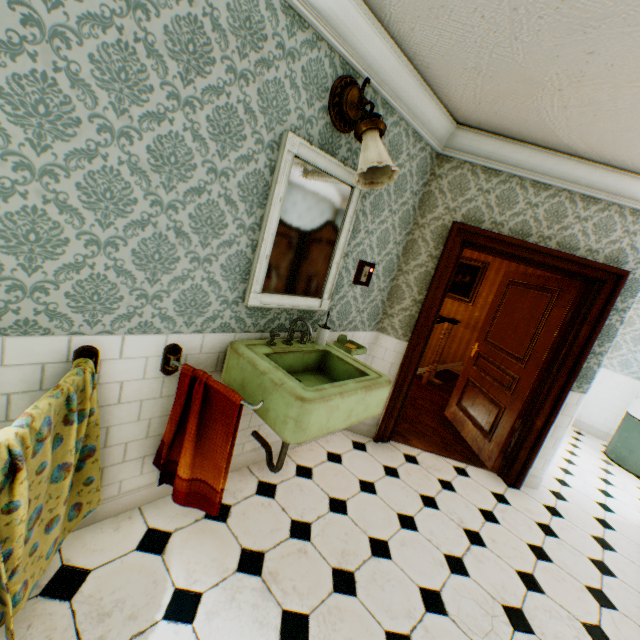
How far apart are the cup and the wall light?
1.06m

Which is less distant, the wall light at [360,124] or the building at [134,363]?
the building at [134,363]

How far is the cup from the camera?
2.5m

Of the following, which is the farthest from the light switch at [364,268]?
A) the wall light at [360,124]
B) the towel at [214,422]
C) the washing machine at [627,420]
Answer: the washing machine at [627,420]

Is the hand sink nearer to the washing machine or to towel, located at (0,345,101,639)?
towel, located at (0,345,101,639)

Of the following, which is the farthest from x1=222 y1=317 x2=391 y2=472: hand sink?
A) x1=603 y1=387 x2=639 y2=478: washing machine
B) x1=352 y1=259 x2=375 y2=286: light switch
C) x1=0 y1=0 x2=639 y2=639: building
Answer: x1=603 y1=387 x2=639 y2=478: washing machine

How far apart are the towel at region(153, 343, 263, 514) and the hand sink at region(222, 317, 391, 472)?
0.1m

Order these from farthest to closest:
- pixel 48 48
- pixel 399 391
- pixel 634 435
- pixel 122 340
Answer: pixel 634 435 < pixel 399 391 < pixel 122 340 < pixel 48 48
